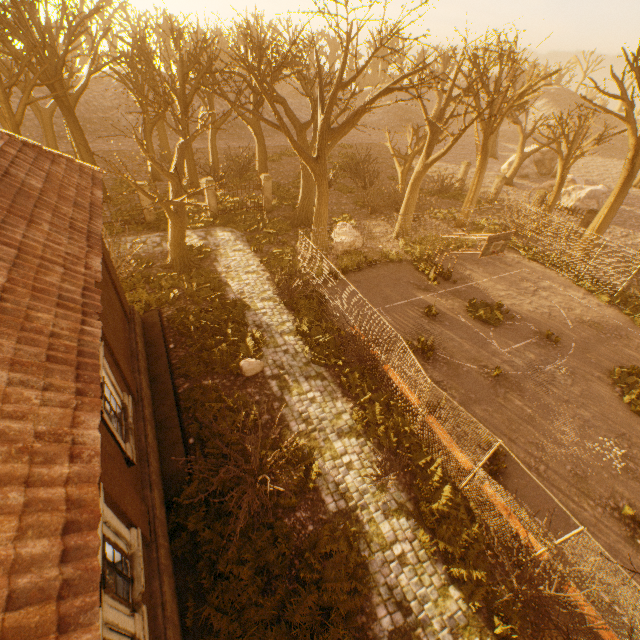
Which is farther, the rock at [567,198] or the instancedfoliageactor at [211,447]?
the rock at [567,198]

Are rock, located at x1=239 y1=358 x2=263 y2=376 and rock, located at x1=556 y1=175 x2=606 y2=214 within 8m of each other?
no

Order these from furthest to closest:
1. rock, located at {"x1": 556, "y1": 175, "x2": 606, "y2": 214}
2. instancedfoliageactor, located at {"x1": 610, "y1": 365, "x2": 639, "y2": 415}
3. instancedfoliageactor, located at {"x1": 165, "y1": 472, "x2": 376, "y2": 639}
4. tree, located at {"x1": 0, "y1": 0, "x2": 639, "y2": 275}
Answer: rock, located at {"x1": 556, "y1": 175, "x2": 606, "y2": 214} < tree, located at {"x1": 0, "y1": 0, "x2": 639, "y2": 275} < instancedfoliageactor, located at {"x1": 610, "y1": 365, "x2": 639, "y2": 415} < instancedfoliageactor, located at {"x1": 165, "y1": 472, "x2": 376, "y2": 639}

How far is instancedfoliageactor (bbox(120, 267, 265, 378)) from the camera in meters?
12.5 m

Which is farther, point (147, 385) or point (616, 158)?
point (616, 158)

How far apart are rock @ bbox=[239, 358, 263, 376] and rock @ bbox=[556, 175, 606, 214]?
32.7m

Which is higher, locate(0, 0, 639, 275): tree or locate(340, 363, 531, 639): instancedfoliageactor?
locate(0, 0, 639, 275): tree

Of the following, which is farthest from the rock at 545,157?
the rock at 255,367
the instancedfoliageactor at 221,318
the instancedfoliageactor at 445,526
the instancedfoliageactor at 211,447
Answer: the instancedfoliageactor at 211,447
